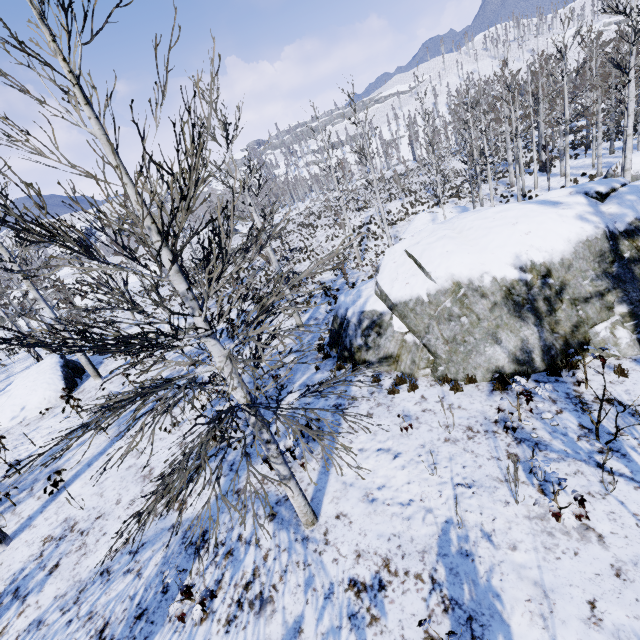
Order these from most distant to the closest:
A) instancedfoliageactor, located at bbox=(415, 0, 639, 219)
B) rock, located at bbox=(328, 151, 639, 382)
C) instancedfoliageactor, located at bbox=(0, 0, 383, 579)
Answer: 1. instancedfoliageactor, located at bbox=(415, 0, 639, 219)
2. rock, located at bbox=(328, 151, 639, 382)
3. instancedfoliageactor, located at bbox=(0, 0, 383, 579)

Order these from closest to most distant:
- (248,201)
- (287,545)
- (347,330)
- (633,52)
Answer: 1. (287,545)
2. (347,330)
3. (633,52)
4. (248,201)

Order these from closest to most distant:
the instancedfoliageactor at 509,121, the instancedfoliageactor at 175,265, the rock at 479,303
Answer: the instancedfoliageactor at 175,265, the rock at 479,303, the instancedfoliageactor at 509,121

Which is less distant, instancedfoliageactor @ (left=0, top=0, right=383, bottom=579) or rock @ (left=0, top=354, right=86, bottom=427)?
instancedfoliageactor @ (left=0, top=0, right=383, bottom=579)

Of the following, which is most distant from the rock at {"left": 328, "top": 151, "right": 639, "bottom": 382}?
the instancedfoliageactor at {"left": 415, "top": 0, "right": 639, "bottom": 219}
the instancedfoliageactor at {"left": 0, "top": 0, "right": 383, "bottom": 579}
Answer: the instancedfoliageactor at {"left": 415, "top": 0, "right": 639, "bottom": 219}

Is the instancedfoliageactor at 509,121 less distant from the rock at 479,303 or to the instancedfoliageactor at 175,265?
the instancedfoliageactor at 175,265

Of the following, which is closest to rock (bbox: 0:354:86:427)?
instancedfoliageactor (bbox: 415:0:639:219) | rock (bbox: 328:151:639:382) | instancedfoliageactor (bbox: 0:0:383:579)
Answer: instancedfoliageactor (bbox: 0:0:383:579)

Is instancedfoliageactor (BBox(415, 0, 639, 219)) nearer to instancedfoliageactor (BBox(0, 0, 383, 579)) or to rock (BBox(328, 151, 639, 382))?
instancedfoliageactor (BBox(0, 0, 383, 579))
